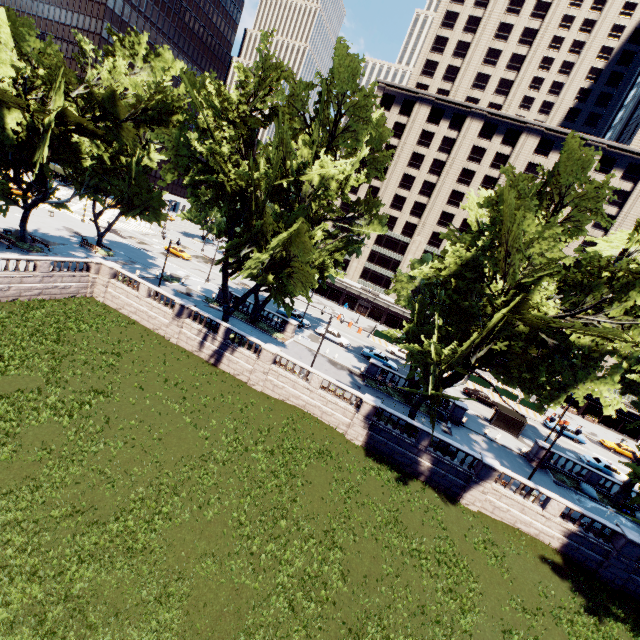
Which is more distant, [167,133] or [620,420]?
[620,420]

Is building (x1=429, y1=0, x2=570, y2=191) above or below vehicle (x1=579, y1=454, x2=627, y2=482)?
above

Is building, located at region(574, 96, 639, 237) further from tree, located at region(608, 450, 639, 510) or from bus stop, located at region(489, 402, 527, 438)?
bus stop, located at region(489, 402, 527, 438)

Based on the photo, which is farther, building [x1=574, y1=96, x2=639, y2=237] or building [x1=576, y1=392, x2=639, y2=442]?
building [x1=576, y1=392, x2=639, y2=442]

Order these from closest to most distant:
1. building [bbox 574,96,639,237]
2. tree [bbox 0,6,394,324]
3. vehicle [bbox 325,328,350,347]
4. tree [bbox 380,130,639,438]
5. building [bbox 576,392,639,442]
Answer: tree [bbox 380,130,639,438] < tree [bbox 0,6,394,324] < vehicle [bbox 325,328,350,347] < building [bbox 574,96,639,237] < building [bbox 576,392,639,442]

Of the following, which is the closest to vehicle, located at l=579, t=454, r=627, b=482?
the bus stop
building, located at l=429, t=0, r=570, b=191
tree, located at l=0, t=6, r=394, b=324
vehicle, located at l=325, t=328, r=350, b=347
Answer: tree, located at l=0, t=6, r=394, b=324

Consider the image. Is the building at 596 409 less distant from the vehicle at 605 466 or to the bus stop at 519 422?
the vehicle at 605 466

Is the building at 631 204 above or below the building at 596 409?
above
